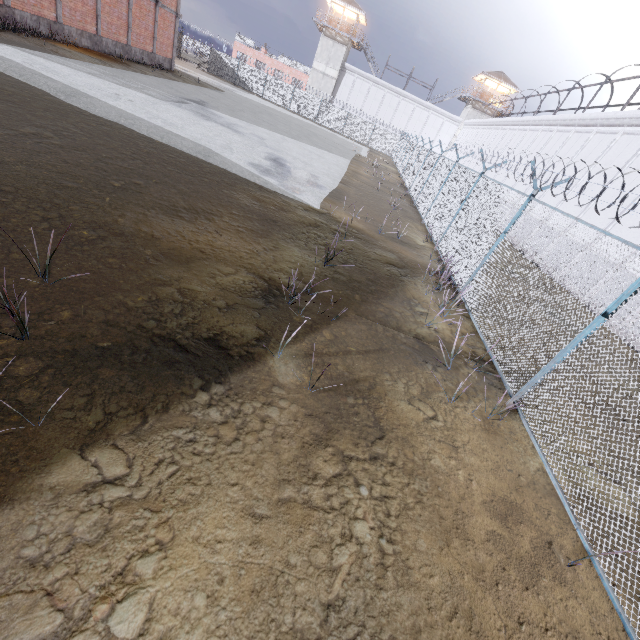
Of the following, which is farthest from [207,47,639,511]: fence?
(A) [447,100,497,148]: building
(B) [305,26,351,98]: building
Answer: (A) [447,100,497,148]: building

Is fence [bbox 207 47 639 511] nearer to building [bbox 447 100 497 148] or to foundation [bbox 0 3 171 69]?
building [bbox 447 100 497 148]

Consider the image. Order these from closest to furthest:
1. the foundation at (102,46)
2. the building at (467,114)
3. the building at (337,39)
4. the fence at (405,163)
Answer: the fence at (405,163), the foundation at (102,46), the building at (337,39), the building at (467,114)

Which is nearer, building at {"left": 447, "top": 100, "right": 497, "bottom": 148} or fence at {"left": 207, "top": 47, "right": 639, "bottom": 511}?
fence at {"left": 207, "top": 47, "right": 639, "bottom": 511}

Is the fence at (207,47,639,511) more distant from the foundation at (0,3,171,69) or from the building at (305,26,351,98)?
the foundation at (0,3,171,69)

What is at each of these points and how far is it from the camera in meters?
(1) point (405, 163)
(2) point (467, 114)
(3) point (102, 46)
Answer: (1) fence, 29.6
(2) building, 48.0
(3) foundation, 21.0

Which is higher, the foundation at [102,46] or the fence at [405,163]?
the fence at [405,163]

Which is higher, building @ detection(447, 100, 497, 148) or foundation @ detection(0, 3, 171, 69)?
building @ detection(447, 100, 497, 148)
